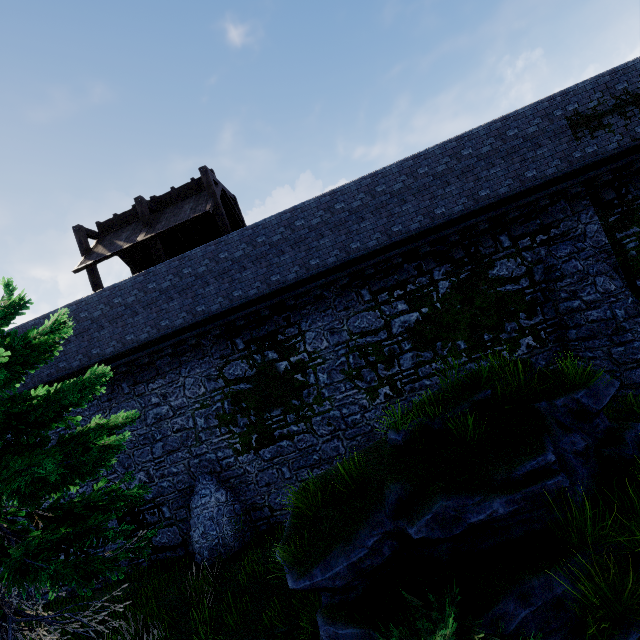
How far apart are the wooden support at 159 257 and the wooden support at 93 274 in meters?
2.7

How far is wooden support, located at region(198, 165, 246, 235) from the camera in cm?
1257

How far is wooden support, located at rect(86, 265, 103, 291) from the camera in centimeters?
1323cm

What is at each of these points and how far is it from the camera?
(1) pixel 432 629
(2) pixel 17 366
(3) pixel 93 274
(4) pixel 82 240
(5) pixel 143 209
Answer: (1) bush, 4.13m
(2) tree, 5.38m
(3) wooden support, 13.26m
(4) wooden support, 13.35m
(5) wooden support, 13.02m

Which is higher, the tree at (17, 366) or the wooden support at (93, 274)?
the wooden support at (93, 274)

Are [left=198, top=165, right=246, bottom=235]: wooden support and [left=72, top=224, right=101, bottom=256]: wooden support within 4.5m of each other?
no

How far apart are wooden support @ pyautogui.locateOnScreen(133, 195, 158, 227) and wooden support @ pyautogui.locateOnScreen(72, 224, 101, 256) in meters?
2.7 m

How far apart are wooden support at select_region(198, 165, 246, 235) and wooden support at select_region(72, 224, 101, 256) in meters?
5.6 m
